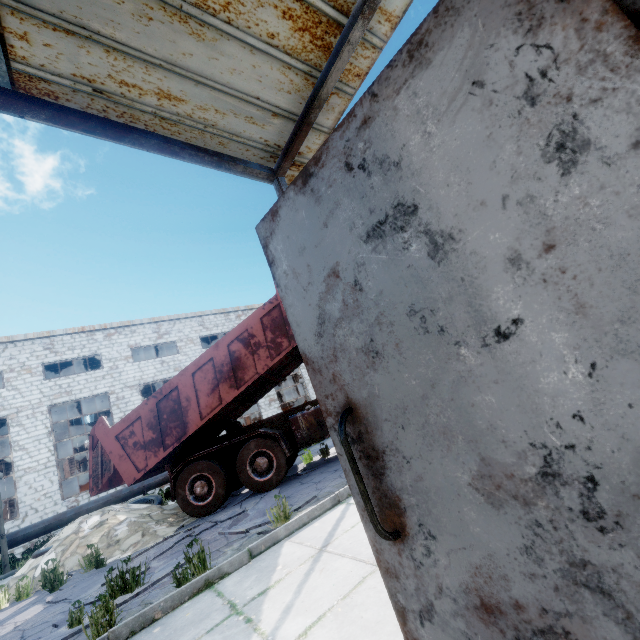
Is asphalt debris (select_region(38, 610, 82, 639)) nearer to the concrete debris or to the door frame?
the concrete debris

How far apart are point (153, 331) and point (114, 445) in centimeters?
1607cm

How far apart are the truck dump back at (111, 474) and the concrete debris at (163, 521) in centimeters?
62cm

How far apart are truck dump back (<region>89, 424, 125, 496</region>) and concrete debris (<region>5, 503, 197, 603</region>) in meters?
0.6 m

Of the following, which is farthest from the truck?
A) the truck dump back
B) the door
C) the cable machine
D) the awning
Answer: the cable machine

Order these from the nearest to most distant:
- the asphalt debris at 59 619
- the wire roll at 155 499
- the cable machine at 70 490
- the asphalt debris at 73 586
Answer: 1. the asphalt debris at 59 619
2. the asphalt debris at 73 586
3. the wire roll at 155 499
4. the cable machine at 70 490

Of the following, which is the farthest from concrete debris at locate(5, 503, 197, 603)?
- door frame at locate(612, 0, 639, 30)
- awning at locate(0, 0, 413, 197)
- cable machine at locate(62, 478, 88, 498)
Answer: cable machine at locate(62, 478, 88, 498)

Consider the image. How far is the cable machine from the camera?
19.12m
